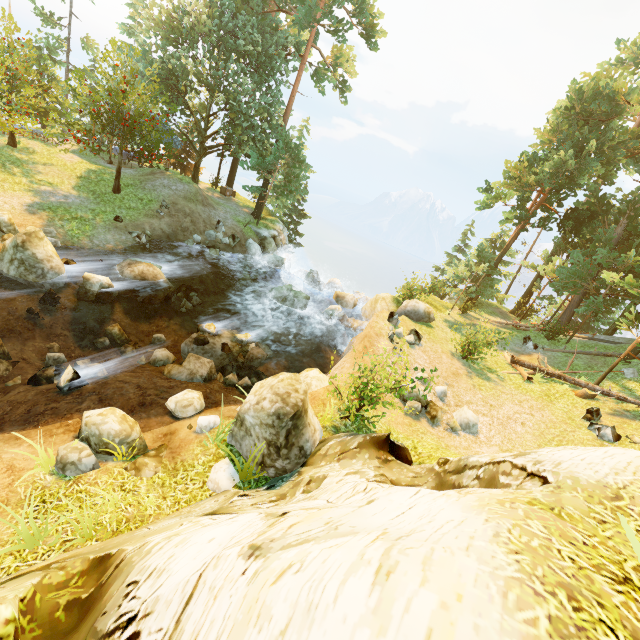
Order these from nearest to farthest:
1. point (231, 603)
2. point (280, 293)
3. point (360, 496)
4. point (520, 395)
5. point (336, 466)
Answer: point (231, 603), point (360, 496), point (336, 466), point (520, 395), point (280, 293)

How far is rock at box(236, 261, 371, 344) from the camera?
18.6 meters

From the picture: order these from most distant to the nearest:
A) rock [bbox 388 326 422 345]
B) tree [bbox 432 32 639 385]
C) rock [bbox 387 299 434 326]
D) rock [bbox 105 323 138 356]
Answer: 1. tree [bbox 432 32 639 385]
2. rock [bbox 387 299 434 326]
3. rock [bbox 388 326 422 345]
4. rock [bbox 105 323 138 356]

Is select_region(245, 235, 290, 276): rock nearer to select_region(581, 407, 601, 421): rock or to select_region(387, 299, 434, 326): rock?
select_region(387, 299, 434, 326): rock

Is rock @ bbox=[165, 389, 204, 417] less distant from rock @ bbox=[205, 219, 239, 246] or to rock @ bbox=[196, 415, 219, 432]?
rock @ bbox=[196, 415, 219, 432]

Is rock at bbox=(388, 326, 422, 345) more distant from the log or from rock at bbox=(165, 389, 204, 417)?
rock at bbox=(165, 389, 204, 417)

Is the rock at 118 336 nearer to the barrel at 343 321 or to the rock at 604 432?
the barrel at 343 321

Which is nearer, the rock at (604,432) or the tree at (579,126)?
the rock at (604,432)
